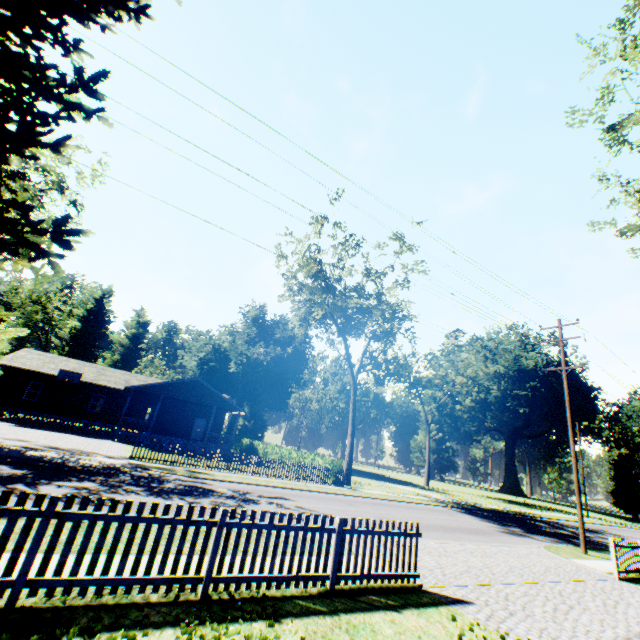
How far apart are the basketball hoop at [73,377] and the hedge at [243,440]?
19.0 meters

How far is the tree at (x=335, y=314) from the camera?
26.83m

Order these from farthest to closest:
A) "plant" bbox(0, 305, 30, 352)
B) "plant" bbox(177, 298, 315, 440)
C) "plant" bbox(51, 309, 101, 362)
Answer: "plant" bbox(51, 309, 101, 362)
"plant" bbox(177, 298, 315, 440)
"plant" bbox(0, 305, 30, 352)

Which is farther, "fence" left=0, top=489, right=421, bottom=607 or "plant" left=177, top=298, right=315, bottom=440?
"plant" left=177, top=298, right=315, bottom=440

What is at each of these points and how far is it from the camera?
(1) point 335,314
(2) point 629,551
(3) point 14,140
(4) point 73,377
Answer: (1) tree, 28.58m
(2) fence, 12.64m
(3) plant, 5.27m
(4) basketball hoop, 29.28m

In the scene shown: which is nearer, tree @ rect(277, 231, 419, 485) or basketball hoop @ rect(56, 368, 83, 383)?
tree @ rect(277, 231, 419, 485)

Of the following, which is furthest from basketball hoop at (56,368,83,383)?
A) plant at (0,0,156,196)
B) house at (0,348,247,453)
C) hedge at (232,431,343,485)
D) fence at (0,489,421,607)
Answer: fence at (0,489,421,607)
